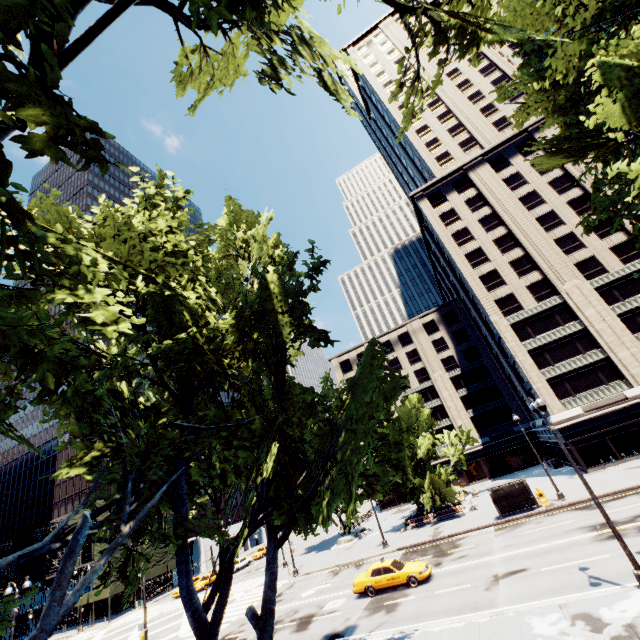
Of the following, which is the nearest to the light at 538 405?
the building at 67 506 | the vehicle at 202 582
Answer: the vehicle at 202 582

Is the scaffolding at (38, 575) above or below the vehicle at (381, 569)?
above

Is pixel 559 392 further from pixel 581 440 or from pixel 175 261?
pixel 175 261

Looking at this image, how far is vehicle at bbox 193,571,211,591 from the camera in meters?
43.1

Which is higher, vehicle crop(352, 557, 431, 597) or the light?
the light

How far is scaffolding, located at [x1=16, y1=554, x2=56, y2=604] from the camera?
51.41m

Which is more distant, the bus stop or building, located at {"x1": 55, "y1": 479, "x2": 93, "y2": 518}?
building, located at {"x1": 55, "y1": 479, "x2": 93, "y2": 518}

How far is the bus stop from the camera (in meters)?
27.69
